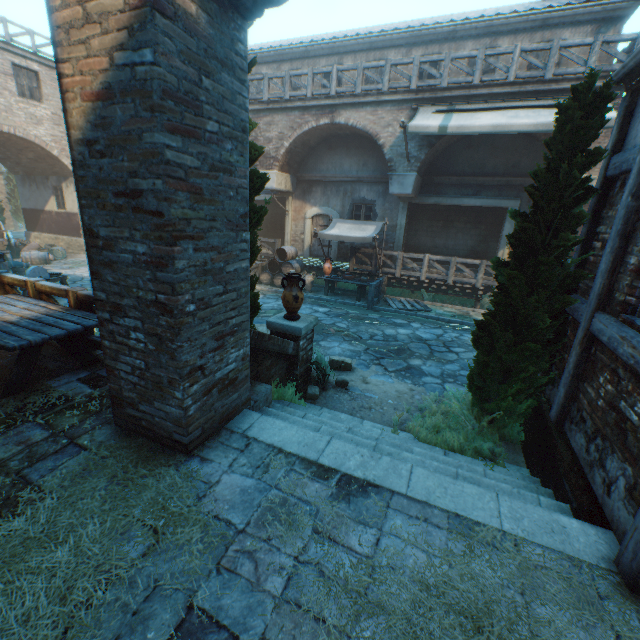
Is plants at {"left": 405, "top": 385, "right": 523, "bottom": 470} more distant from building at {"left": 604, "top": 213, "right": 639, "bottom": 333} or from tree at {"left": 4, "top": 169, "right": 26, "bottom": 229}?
tree at {"left": 4, "top": 169, "right": 26, "bottom": 229}

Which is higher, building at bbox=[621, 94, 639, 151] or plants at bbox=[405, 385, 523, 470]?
building at bbox=[621, 94, 639, 151]

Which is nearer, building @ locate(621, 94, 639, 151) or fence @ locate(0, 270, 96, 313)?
building @ locate(621, 94, 639, 151)

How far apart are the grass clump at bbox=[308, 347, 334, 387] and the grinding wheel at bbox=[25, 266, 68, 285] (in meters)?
8.57

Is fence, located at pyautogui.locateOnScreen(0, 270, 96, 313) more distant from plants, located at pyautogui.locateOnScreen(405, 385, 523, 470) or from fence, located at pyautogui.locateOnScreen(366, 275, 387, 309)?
fence, located at pyautogui.locateOnScreen(366, 275, 387, 309)

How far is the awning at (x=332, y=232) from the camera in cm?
1163

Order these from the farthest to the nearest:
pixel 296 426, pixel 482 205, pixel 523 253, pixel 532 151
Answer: pixel 482 205 → pixel 532 151 → pixel 523 253 → pixel 296 426

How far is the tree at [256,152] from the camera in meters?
4.7 m
